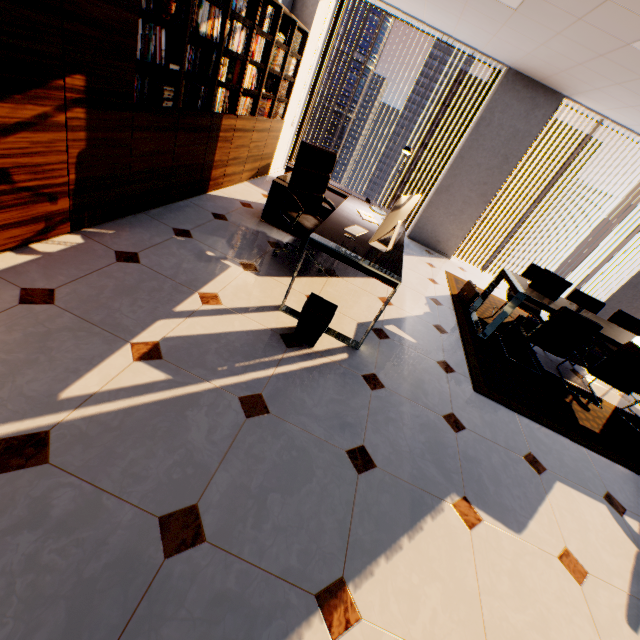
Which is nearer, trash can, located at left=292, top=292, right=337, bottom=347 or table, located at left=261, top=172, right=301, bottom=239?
trash can, located at left=292, top=292, right=337, bottom=347

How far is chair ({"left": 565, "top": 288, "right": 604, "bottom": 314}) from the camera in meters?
4.7

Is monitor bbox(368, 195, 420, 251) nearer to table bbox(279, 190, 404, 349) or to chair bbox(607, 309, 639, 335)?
table bbox(279, 190, 404, 349)

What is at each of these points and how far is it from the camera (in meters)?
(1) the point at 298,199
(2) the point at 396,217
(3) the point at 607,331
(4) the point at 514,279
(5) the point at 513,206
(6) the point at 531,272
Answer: (1) chair, 3.50
(2) monitor, 2.62
(3) table, 3.95
(4) table, 4.12
(5) building, 55.03
(6) chair, 4.93

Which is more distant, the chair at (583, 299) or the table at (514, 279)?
the chair at (583, 299)

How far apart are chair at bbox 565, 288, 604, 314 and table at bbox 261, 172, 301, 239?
2.63m

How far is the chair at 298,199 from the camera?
3.3 meters

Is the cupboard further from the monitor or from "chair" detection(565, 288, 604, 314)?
"chair" detection(565, 288, 604, 314)
